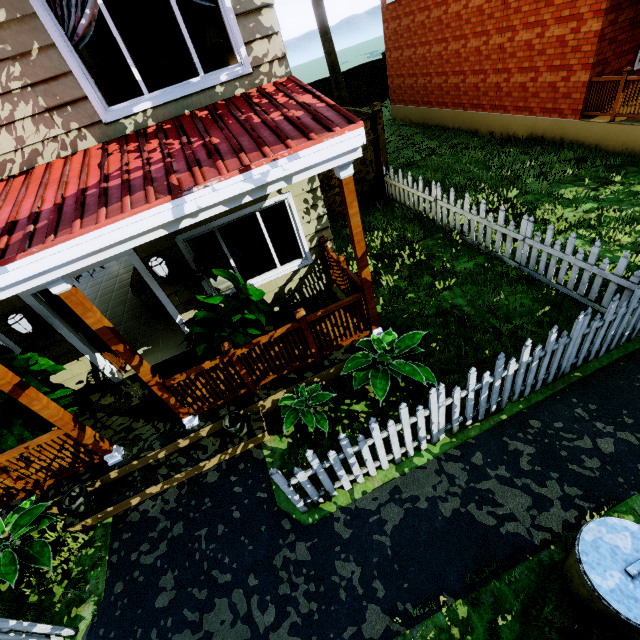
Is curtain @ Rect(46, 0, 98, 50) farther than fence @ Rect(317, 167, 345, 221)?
No

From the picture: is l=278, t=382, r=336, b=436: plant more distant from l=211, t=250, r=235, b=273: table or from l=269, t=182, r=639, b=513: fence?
l=211, t=250, r=235, b=273: table

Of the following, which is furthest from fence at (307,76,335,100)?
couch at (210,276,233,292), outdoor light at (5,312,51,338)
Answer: outdoor light at (5,312,51,338)

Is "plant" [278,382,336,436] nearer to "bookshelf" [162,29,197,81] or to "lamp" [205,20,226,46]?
"lamp" [205,20,226,46]

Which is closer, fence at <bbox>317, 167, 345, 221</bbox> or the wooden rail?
the wooden rail

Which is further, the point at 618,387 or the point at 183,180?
the point at 618,387

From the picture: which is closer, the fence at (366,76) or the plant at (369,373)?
the plant at (369,373)

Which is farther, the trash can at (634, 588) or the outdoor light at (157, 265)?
the outdoor light at (157, 265)
